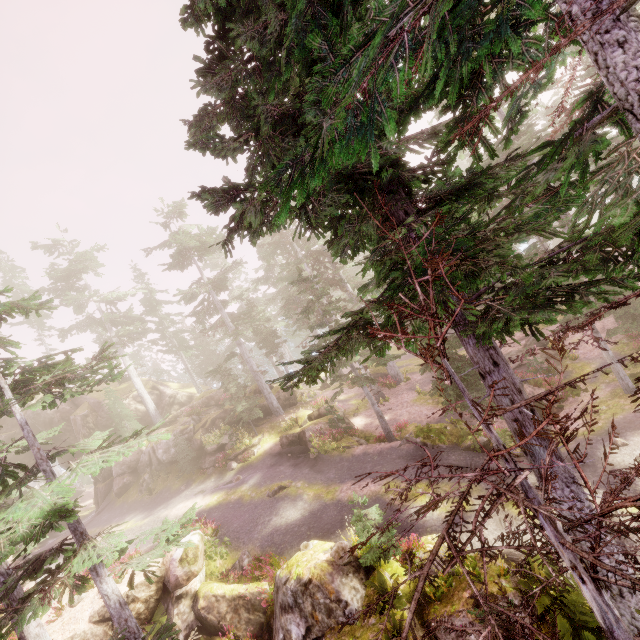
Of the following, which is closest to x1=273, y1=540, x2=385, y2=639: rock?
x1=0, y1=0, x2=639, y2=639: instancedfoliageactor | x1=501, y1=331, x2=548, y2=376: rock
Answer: x1=0, y1=0, x2=639, y2=639: instancedfoliageactor

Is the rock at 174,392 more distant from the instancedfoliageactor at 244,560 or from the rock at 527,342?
the rock at 527,342

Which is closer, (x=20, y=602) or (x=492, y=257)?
(x=492, y=257)

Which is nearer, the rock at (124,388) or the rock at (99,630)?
the rock at (99,630)

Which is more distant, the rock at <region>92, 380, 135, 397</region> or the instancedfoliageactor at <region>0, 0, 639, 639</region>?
the rock at <region>92, 380, 135, 397</region>

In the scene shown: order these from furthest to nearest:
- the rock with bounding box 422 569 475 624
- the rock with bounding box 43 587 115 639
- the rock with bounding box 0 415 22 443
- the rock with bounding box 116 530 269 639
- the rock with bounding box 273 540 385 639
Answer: the rock with bounding box 0 415 22 443
the rock with bounding box 43 587 115 639
the rock with bounding box 116 530 269 639
the rock with bounding box 273 540 385 639
the rock with bounding box 422 569 475 624

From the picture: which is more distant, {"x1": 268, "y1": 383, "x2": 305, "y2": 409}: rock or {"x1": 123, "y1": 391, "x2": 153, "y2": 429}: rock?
{"x1": 123, "y1": 391, "x2": 153, "y2": 429}: rock

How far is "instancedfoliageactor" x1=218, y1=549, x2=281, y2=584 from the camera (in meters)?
13.08
